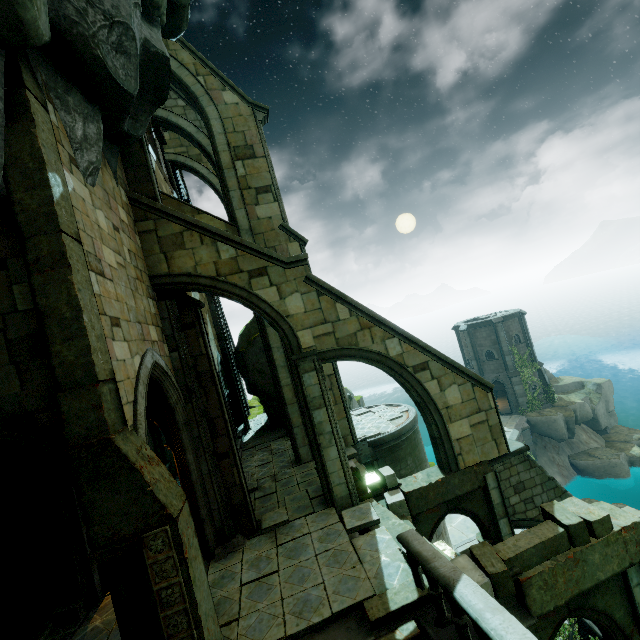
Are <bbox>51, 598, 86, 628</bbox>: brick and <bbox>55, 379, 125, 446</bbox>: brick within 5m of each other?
no

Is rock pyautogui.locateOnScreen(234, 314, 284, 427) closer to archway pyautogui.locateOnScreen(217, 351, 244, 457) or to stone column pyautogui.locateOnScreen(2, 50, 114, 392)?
stone column pyautogui.locateOnScreen(2, 50, 114, 392)

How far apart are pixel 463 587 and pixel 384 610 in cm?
235

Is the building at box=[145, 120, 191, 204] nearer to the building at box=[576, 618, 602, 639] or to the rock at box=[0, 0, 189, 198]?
the rock at box=[0, 0, 189, 198]

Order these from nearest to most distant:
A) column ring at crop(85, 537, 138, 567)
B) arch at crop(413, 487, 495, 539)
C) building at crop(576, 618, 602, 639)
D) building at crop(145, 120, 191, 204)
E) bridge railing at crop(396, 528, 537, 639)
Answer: bridge railing at crop(396, 528, 537, 639) < column ring at crop(85, 537, 138, 567) < arch at crop(413, 487, 495, 539) < building at crop(576, 618, 602, 639) < building at crop(145, 120, 191, 204)

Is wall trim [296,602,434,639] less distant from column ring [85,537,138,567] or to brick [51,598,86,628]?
column ring [85,537,138,567]

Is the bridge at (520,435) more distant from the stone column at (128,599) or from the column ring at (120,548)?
the column ring at (120,548)

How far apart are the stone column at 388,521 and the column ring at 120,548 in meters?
5.5 m
